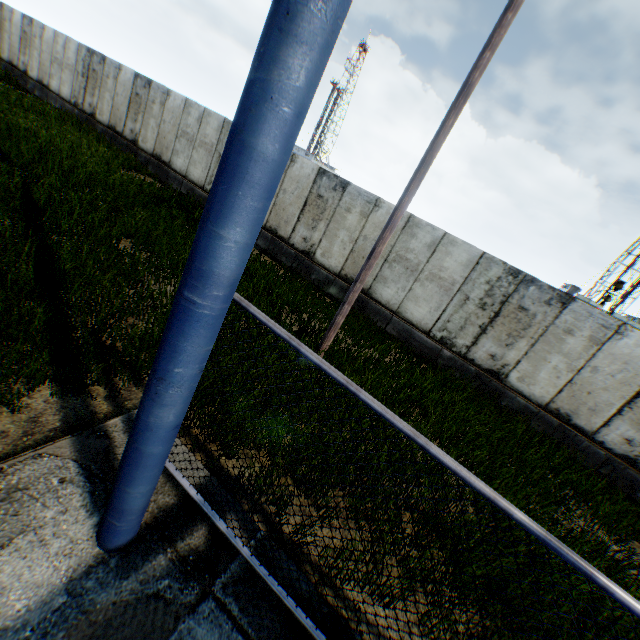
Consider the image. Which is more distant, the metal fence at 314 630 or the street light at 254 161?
the metal fence at 314 630

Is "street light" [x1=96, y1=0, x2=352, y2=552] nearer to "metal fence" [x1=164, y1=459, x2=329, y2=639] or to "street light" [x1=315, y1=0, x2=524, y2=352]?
"metal fence" [x1=164, y1=459, x2=329, y2=639]

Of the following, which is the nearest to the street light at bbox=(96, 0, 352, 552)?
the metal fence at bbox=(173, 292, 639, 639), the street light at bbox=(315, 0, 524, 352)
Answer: the metal fence at bbox=(173, 292, 639, 639)

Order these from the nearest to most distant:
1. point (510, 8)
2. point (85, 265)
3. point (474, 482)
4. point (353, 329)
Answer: point (474, 482) → point (510, 8) → point (85, 265) → point (353, 329)

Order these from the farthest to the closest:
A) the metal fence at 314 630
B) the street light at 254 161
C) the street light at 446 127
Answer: the street light at 446 127, the metal fence at 314 630, the street light at 254 161

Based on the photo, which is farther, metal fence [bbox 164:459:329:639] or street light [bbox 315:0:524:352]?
street light [bbox 315:0:524:352]
